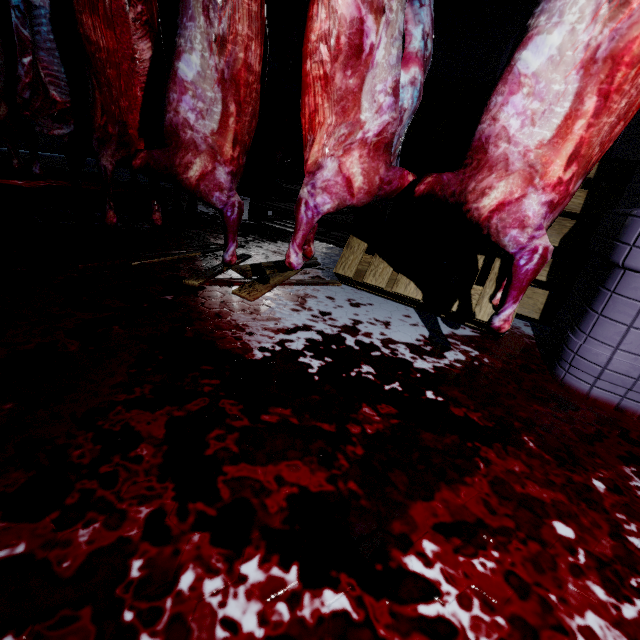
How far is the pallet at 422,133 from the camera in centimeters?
194cm

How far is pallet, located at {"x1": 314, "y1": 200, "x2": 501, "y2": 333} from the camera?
1.7 meters

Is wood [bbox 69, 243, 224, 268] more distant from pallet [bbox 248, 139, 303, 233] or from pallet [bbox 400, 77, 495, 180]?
pallet [bbox 248, 139, 303, 233]

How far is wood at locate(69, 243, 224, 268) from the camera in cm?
166

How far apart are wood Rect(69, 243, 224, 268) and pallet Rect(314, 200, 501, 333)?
0.08m

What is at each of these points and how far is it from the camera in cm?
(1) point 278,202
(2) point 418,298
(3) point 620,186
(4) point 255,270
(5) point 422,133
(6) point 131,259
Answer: (1) pallet, 377
(2) pallet, 174
(3) pallet, 182
(4) wood, 183
(5) pallet, 224
(6) wood, 182

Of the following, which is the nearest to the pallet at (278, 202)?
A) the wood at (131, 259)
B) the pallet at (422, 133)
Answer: the pallet at (422, 133)

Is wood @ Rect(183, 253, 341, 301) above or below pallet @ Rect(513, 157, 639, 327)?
below
